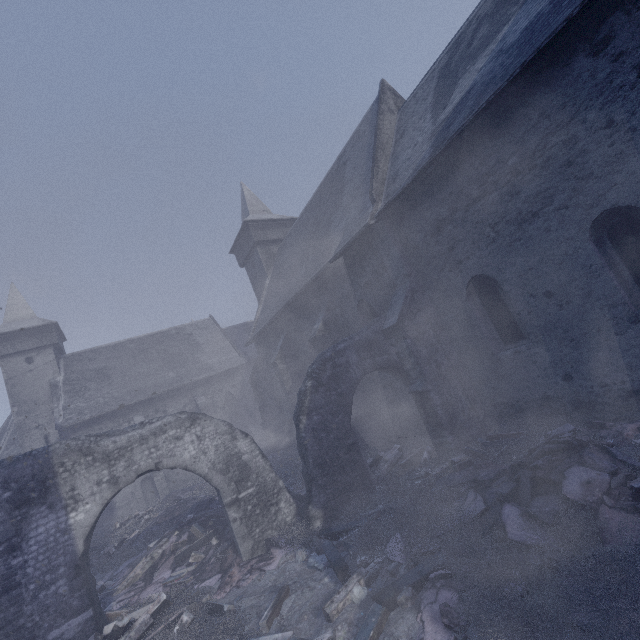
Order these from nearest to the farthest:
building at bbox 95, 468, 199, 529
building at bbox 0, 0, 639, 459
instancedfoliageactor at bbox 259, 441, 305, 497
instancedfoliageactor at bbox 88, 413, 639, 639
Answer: instancedfoliageactor at bbox 88, 413, 639, 639
building at bbox 0, 0, 639, 459
instancedfoliageactor at bbox 259, 441, 305, 497
building at bbox 95, 468, 199, 529

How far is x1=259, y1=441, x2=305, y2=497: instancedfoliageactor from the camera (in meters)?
11.00

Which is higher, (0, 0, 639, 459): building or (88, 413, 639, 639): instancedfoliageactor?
(0, 0, 639, 459): building

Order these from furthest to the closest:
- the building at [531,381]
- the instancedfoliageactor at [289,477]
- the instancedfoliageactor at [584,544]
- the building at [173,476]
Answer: the building at [173,476]
the instancedfoliageactor at [289,477]
the building at [531,381]
the instancedfoliageactor at [584,544]

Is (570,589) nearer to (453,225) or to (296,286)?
(453,225)

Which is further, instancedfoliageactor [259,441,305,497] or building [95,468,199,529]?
building [95,468,199,529]

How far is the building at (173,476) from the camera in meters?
20.9 m

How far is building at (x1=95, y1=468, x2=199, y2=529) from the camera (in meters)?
20.91
